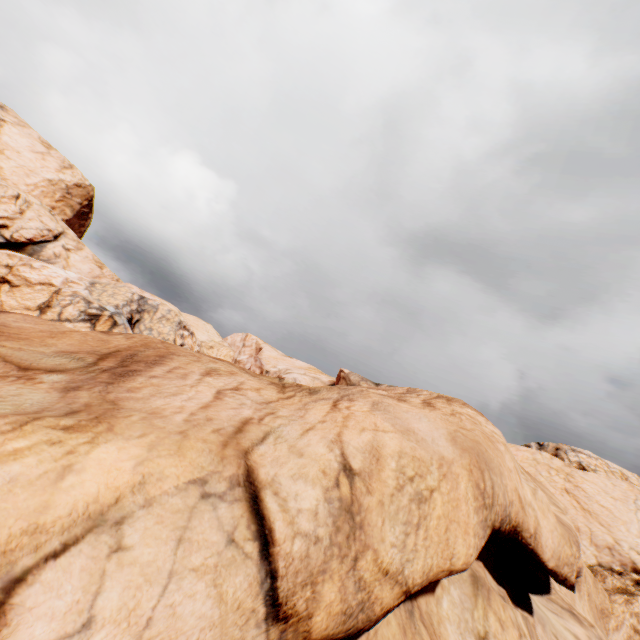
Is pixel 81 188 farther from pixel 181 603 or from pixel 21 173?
pixel 181 603
